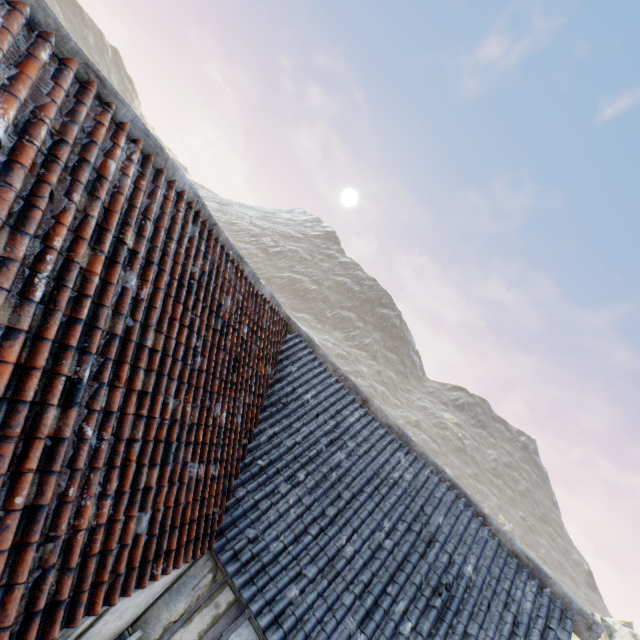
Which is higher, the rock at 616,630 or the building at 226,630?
the rock at 616,630

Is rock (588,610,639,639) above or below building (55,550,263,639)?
above

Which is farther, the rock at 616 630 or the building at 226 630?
the rock at 616 630

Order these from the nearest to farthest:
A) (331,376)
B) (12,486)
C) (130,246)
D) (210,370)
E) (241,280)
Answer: (12,486)
(130,246)
(210,370)
(241,280)
(331,376)

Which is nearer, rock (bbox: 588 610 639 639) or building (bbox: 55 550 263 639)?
building (bbox: 55 550 263 639)
